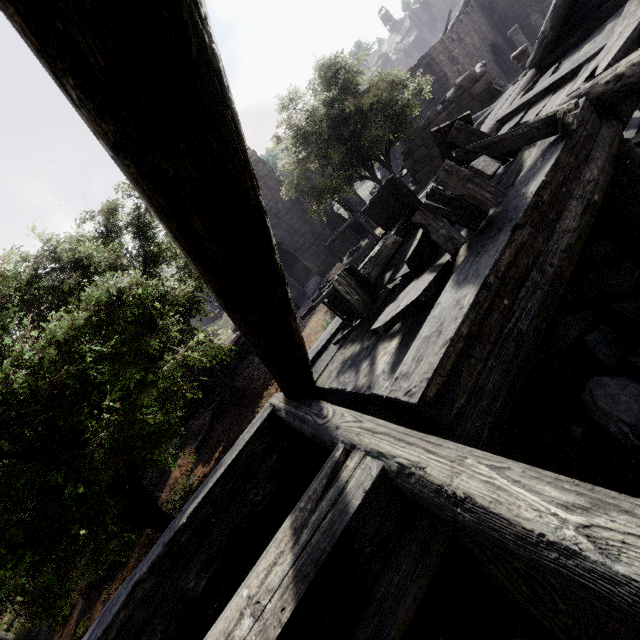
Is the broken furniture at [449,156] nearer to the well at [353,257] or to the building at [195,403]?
the building at [195,403]

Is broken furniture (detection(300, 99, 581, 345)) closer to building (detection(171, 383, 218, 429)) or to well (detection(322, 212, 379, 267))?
building (detection(171, 383, 218, 429))

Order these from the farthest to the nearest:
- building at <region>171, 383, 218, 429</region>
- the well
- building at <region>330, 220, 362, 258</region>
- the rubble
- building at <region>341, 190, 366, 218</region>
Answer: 1. building at <region>341, 190, 366, 218</region>
2. building at <region>330, 220, 362, 258</region>
3. building at <region>171, 383, 218, 429</region>
4. the well
5. the rubble

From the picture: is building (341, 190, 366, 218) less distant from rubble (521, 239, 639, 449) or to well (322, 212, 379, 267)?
rubble (521, 239, 639, 449)

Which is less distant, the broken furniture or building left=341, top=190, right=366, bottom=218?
the broken furniture

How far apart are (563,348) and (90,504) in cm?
828

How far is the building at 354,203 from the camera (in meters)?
24.05
